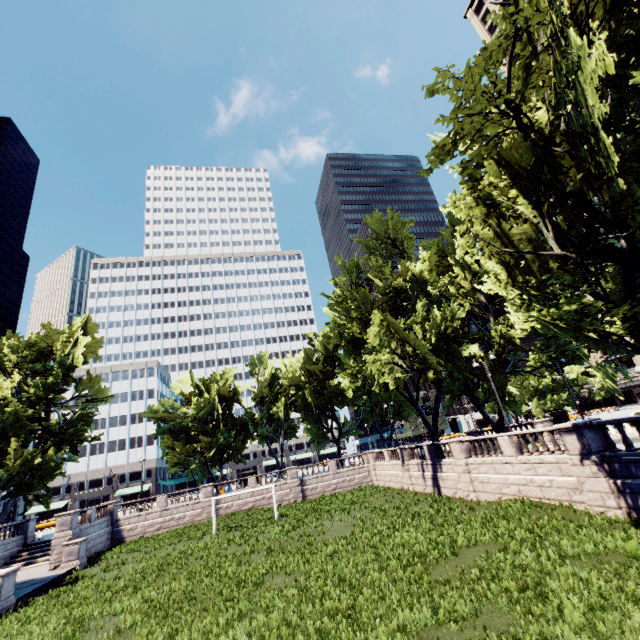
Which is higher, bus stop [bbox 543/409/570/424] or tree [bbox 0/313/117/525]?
tree [bbox 0/313/117/525]

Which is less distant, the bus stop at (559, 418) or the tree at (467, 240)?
the tree at (467, 240)

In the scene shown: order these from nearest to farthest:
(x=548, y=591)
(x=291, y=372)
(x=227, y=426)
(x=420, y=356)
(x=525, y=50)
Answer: (x=548, y=591), (x=525, y=50), (x=420, y=356), (x=227, y=426), (x=291, y=372)

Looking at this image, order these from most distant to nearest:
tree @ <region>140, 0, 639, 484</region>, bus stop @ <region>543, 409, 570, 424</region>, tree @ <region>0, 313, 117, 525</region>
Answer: bus stop @ <region>543, 409, 570, 424</region>
tree @ <region>0, 313, 117, 525</region>
tree @ <region>140, 0, 639, 484</region>

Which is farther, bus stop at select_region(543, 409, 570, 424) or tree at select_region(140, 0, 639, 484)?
bus stop at select_region(543, 409, 570, 424)

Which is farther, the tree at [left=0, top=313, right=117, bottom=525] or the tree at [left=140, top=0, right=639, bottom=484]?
the tree at [left=0, top=313, right=117, bottom=525]

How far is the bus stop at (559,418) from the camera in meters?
50.7 m
